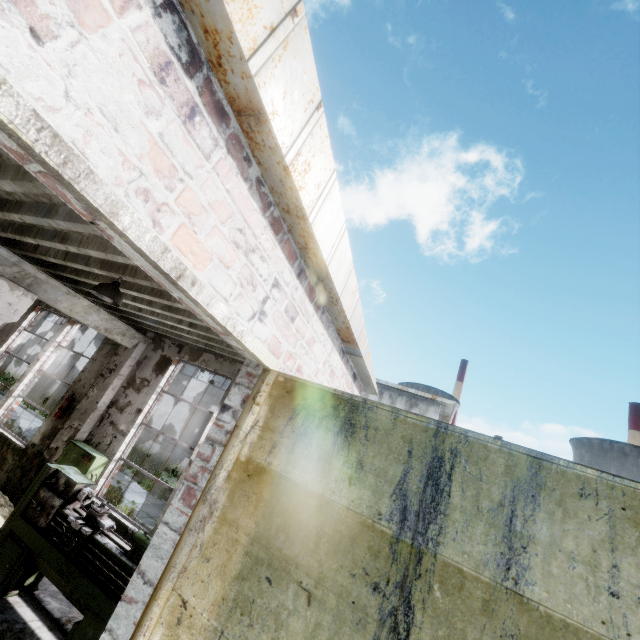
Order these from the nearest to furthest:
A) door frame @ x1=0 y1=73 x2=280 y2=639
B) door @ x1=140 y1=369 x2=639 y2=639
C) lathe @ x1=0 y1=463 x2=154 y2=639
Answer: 1. door frame @ x1=0 y1=73 x2=280 y2=639
2. door @ x1=140 y1=369 x2=639 y2=639
3. lathe @ x1=0 y1=463 x2=154 y2=639

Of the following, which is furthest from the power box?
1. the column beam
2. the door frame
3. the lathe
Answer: the door frame

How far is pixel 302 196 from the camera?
2.38m

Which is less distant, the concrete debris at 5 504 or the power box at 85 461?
the concrete debris at 5 504

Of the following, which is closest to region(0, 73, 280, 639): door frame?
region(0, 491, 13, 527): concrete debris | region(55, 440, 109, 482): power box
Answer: region(0, 491, 13, 527): concrete debris

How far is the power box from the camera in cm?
639

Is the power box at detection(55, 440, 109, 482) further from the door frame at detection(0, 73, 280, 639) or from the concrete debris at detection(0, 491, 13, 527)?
the door frame at detection(0, 73, 280, 639)

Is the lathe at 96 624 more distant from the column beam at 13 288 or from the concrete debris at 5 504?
the column beam at 13 288
